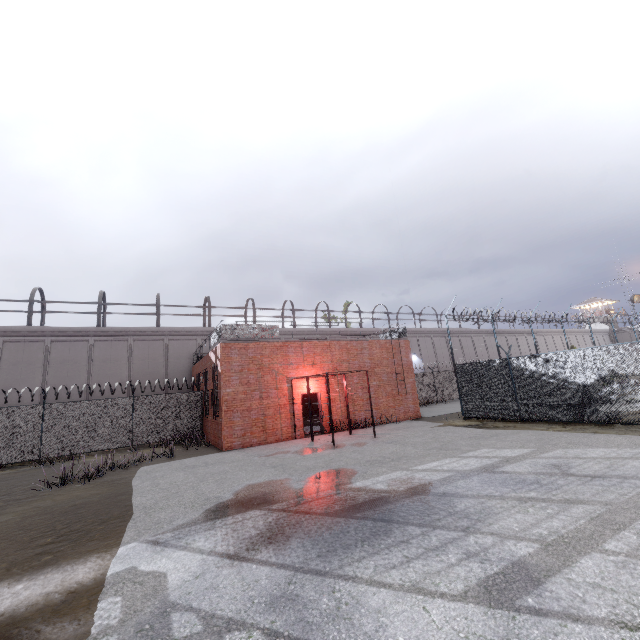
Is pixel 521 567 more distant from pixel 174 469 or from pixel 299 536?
pixel 174 469

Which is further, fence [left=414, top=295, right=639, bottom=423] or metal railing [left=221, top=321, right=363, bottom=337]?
metal railing [left=221, top=321, right=363, bottom=337]

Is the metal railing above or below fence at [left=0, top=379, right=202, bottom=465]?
above

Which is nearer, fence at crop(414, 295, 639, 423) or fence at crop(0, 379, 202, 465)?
fence at crop(414, 295, 639, 423)

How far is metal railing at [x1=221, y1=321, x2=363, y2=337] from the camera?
15.9m

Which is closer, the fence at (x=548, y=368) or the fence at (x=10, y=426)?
the fence at (x=548, y=368)

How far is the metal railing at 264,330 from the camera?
15.9m
